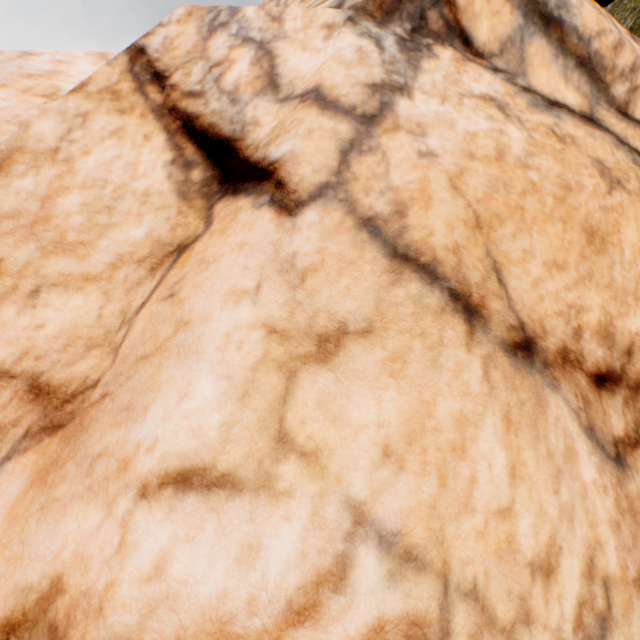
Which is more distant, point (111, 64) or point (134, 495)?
point (111, 64)
